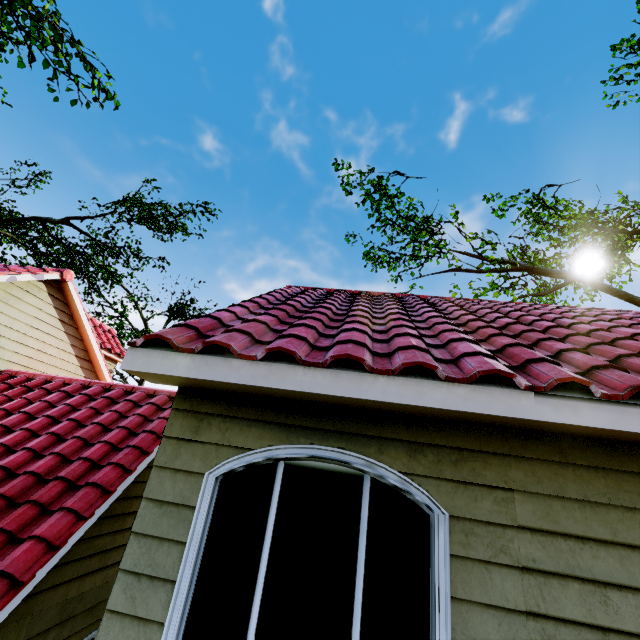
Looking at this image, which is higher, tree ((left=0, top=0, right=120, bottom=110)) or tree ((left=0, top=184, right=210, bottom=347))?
tree ((left=0, top=184, right=210, bottom=347))

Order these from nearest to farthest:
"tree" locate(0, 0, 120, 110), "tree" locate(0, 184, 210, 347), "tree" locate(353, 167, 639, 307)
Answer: "tree" locate(0, 0, 120, 110) < "tree" locate(353, 167, 639, 307) < "tree" locate(0, 184, 210, 347)

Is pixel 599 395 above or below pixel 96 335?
below

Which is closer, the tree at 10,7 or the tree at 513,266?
the tree at 10,7

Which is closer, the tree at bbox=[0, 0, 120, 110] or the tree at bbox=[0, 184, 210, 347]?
the tree at bbox=[0, 0, 120, 110]
